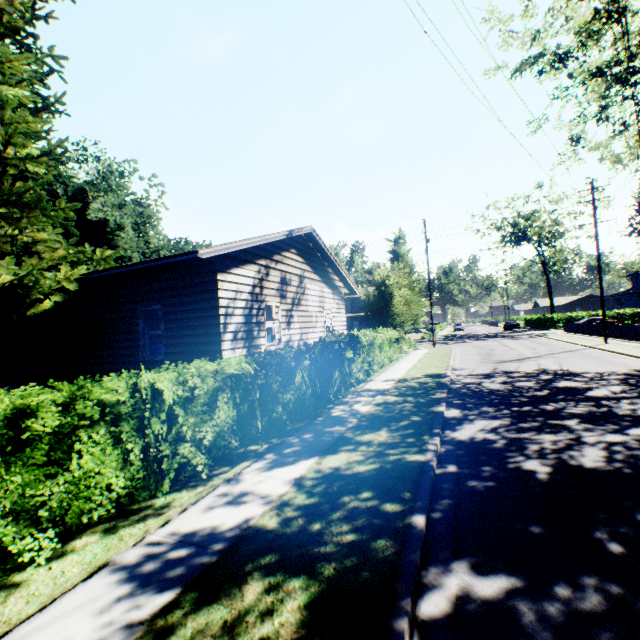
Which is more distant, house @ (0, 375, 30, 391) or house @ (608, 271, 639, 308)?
house @ (608, 271, 639, 308)

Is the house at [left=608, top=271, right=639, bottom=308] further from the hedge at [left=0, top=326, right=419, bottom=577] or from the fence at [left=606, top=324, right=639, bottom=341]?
the hedge at [left=0, top=326, right=419, bottom=577]

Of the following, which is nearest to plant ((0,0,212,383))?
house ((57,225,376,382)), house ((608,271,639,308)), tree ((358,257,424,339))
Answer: house ((57,225,376,382))

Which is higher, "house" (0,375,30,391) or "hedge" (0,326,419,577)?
"house" (0,375,30,391)

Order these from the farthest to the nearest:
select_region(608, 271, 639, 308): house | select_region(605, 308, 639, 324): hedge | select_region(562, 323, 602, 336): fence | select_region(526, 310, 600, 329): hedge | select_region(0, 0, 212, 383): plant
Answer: Answer:
select_region(608, 271, 639, 308): house
select_region(526, 310, 600, 329): hedge
select_region(605, 308, 639, 324): hedge
select_region(562, 323, 602, 336): fence
select_region(0, 0, 212, 383): plant

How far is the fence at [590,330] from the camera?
29.7 meters

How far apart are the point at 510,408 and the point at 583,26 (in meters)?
20.40

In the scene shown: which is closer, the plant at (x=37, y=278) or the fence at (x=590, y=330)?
the plant at (x=37, y=278)
